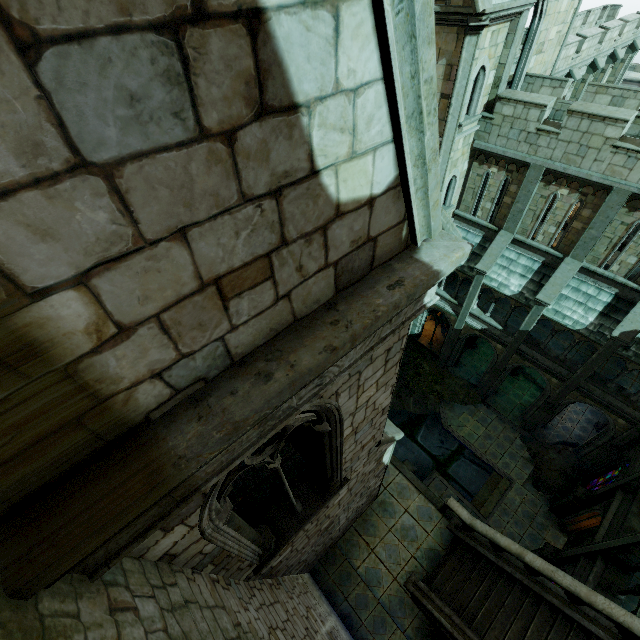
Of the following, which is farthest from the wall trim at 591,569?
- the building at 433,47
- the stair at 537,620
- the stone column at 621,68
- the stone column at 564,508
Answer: the stone column at 621,68

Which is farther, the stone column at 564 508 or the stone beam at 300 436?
the stone column at 564 508

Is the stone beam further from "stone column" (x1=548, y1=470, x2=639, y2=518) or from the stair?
"stone column" (x1=548, y1=470, x2=639, y2=518)

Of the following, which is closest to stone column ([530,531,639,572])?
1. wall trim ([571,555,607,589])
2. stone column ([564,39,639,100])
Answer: wall trim ([571,555,607,589])

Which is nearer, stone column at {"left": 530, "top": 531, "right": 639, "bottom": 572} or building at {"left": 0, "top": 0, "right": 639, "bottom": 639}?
building at {"left": 0, "top": 0, "right": 639, "bottom": 639}

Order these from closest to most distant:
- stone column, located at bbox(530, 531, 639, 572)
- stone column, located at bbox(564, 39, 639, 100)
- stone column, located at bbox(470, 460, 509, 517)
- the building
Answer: the building
stone column, located at bbox(530, 531, 639, 572)
stone column, located at bbox(470, 460, 509, 517)
stone column, located at bbox(564, 39, 639, 100)

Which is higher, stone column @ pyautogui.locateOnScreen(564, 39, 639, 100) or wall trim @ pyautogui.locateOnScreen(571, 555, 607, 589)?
stone column @ pyautogui.locateOnScreen(564, 39, 639, 100)

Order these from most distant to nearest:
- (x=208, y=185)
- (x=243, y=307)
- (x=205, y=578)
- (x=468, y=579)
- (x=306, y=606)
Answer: (x=468, y=579) < (x=306, y=606) < (x=205, y=578) < (x=243, y=307) < (x=208, y=185)
